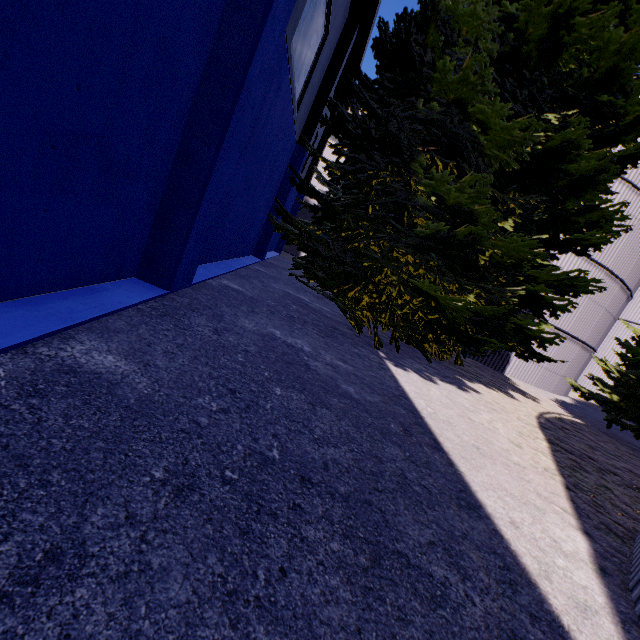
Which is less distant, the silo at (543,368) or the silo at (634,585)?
the silo at (634,585)

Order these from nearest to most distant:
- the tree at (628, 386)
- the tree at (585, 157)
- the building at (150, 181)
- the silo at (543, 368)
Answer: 1. the building at (150, 181)
2. the tree at (585, 157)
3. the tree at (628, 386)
4. the silo at (543, 368)

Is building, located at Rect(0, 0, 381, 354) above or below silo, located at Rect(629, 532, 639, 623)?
below

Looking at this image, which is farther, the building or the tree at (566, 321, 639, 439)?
the tree at (566, 321, 639, 439)

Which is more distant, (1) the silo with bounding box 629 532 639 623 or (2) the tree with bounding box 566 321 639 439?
(2) the tree with bounding box 566 321 639 439

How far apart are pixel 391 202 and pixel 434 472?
7.4 meters

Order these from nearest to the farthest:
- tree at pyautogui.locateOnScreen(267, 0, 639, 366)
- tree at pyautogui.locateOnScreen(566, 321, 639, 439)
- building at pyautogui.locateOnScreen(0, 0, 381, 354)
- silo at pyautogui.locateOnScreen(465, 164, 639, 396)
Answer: building at pyautogui.locateOnScreen(0, 0, 381, 354) → tree at pyautogui.locateOnScreen(267, 0, 639, 366) → tree at pyautogui.locateOnScreen(566, 321, 639, 439) → silo at pyautogui.locateOnScreen(465, 164, 639, 396)
